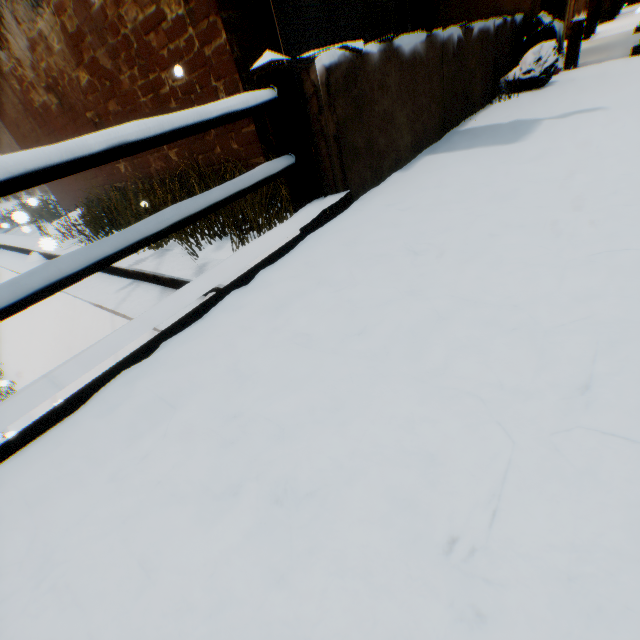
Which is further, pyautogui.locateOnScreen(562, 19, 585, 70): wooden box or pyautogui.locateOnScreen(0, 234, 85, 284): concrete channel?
pyautogui.locateOnScreen(0, 234, 85, 284): concrete channel

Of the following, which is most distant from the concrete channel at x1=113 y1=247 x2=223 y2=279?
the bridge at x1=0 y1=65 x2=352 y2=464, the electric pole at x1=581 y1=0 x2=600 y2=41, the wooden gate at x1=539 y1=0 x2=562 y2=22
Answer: the electric pole at x1=581 y1=0 x2=600 y2=41

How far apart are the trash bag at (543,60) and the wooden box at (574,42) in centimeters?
8cm

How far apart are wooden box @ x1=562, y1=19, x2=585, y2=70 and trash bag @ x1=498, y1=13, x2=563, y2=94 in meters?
0.1

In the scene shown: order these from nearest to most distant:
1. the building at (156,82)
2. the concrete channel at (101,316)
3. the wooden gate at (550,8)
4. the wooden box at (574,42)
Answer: the building at (156,82)
the concrete channel at (101,316)
the wooden box at (574,42)
the wooden gate at (550,8)

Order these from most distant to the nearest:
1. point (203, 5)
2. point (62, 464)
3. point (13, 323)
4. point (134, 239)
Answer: point (13, 323), point (203, 5), point (134, 239), point (62, 464)

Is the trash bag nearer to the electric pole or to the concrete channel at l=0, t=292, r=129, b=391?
the concrete channel at l=0, t=292, r=129, b=391

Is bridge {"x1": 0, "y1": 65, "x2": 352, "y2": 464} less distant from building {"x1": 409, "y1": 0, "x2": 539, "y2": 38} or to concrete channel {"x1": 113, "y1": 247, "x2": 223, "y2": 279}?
concrete channel {"x1": 113, "y1": 247, "x2": 223, "y2": 279}
